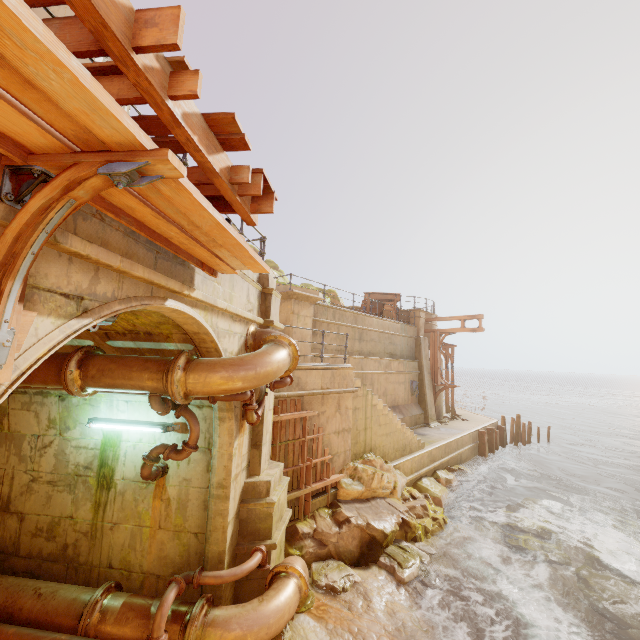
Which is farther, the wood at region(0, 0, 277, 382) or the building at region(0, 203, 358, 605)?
the building at region(0, 203, 358, 605)

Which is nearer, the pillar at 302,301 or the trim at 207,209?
the trim at 207,209

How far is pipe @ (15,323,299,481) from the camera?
4.2m

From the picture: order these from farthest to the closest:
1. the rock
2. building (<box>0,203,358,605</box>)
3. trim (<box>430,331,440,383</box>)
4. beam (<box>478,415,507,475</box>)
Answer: trim (<box>430,331,440,383</box>) < beam (<box>478,415,507,475</box>) < the rock < building (<box>0,203,358,605</box>)

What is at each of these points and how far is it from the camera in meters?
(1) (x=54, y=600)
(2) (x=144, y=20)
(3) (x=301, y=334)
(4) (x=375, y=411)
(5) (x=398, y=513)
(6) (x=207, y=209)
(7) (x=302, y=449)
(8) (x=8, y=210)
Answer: (1) pipe, 4.6
(2) wood, 1.7
(3) pillar, 11.6
(4) stairs, 11.0
(5) rock, 9.1
(6) trim, 2.3
(7) wood, 8.1
(8) building, 1.7

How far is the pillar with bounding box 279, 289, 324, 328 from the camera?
11.31m

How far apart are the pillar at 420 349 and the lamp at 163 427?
16.3 meters

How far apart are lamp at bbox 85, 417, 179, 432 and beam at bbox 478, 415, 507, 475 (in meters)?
19.69
